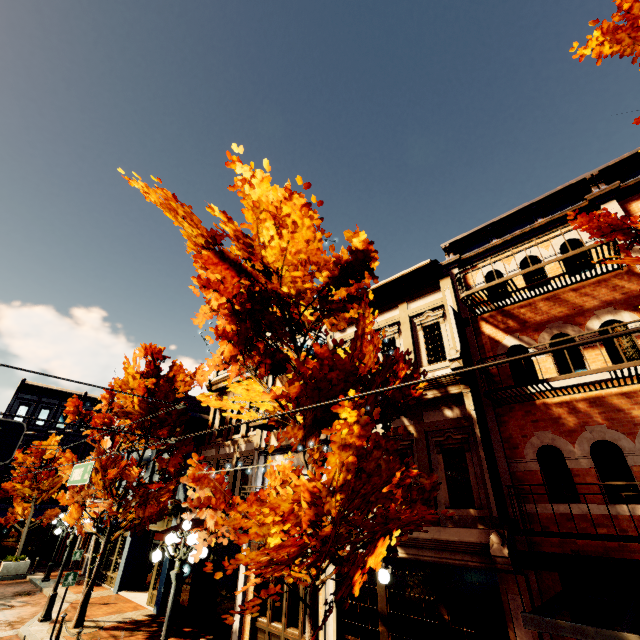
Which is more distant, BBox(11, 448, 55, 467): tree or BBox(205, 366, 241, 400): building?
BBox(11, 448, 55, 467): tree

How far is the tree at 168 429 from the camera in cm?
1454

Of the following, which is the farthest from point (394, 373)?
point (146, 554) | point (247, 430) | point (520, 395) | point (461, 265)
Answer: point (146, 554)

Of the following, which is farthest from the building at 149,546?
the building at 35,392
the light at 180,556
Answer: the building at 35,392

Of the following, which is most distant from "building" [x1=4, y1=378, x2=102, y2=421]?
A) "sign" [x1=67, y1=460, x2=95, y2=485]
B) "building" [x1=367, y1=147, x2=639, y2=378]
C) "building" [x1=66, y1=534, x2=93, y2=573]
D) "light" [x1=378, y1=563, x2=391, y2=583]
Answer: "light" [x1=378, y1=563, x2=391, y2=583]

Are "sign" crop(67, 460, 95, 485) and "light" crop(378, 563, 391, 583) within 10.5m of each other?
yes

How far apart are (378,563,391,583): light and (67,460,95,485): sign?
7.28m

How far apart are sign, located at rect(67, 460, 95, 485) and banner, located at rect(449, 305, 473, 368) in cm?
875
